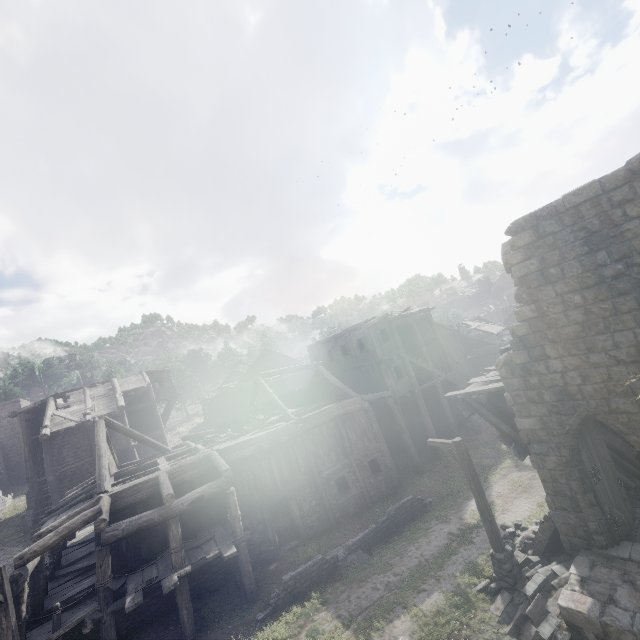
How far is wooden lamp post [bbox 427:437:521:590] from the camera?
9.84m

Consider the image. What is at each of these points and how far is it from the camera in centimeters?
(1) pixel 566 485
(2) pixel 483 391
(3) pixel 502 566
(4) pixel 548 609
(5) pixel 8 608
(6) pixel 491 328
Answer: (1) building, 956cm
(2) wooden plank rubble, 1138cm
(3) wooden lamp post, 992cm
(4) rubble, 854cm
(5) wooden lamp post, 890cm
(6) wooden plank rubble, 3341cm

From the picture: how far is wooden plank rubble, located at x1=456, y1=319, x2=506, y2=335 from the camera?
32.42m

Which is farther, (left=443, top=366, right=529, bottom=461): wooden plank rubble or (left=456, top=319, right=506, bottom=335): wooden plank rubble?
(left=456, top=319, right=506, bottom=335): wooden plank rubble

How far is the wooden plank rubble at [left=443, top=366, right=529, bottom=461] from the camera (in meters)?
10.83

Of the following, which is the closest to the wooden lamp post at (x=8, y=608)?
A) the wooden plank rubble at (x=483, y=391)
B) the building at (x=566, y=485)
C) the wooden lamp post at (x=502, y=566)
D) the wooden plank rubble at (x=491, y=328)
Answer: the building at (x=566, y=485)

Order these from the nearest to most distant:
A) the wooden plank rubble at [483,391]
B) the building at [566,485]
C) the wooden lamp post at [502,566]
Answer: the building at [566,485], the wooden lamp post at [502,566], the wooden plank rubble at [483,391]

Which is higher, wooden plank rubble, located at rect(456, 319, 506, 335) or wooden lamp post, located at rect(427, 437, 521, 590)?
wooden plank rubble, located at rect(456, 319, 506, 335)
